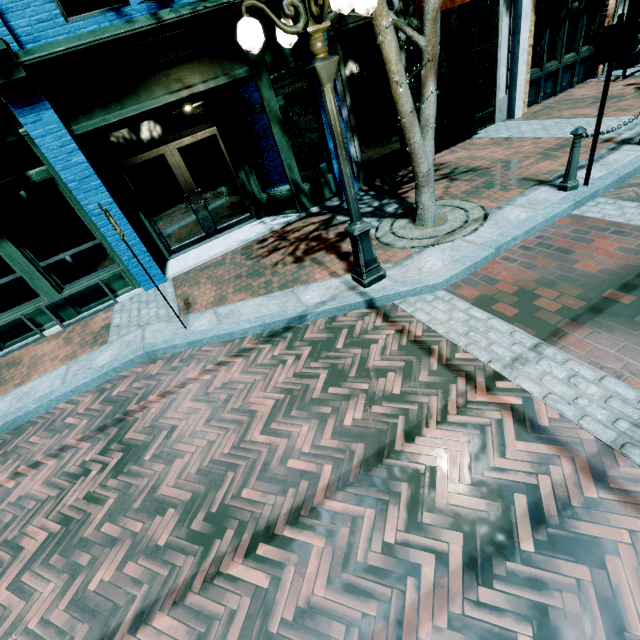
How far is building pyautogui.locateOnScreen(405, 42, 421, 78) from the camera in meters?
8.6 m

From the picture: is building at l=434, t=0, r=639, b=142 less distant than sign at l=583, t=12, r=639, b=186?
No

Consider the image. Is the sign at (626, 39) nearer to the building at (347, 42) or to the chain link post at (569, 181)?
the chain link post at (569, 181)

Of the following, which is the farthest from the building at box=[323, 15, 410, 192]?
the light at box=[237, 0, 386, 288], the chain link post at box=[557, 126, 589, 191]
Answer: the chain link post at box=[557, 126, 589, 191]

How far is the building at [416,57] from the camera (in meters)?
8.62

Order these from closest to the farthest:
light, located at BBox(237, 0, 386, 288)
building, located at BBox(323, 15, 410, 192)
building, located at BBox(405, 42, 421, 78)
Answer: light, located at BBox(237, 0, 386, 288) → building, located at BBox(323, 15, 410, 192) → building, located at BBox(405, 42, 421, 78)

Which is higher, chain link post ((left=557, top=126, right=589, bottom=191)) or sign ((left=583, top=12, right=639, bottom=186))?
sign ((left=583, top=12, right=639, bottom=186))

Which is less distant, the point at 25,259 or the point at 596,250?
the point at 596,250
